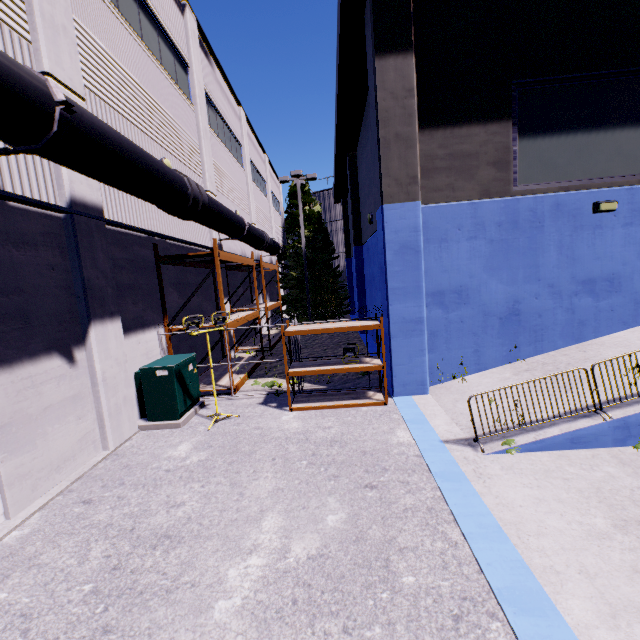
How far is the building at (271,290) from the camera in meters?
25.8 m

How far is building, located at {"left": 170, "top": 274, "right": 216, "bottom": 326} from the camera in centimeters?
1113cm

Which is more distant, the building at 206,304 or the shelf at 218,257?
the building at 206,304

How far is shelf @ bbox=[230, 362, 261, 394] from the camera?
9.97m

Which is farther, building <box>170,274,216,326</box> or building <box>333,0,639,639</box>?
building <box>170,274,216,326</box>

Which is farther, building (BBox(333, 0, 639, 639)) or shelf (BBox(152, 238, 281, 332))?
shelf (BBox(152, 238, 281, 332))

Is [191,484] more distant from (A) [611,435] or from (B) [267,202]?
(B) [267,202]
